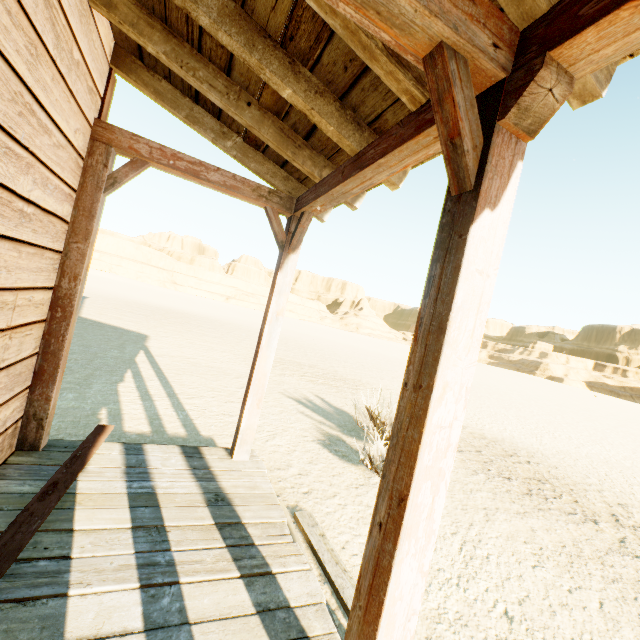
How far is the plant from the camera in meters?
4.8

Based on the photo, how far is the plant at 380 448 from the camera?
4.8m

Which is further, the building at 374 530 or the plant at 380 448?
the plant at 380 448

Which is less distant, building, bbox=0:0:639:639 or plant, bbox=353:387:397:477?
building, bbox=0:0:639:639

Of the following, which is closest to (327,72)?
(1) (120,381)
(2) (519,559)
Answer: (2) (519,559)
